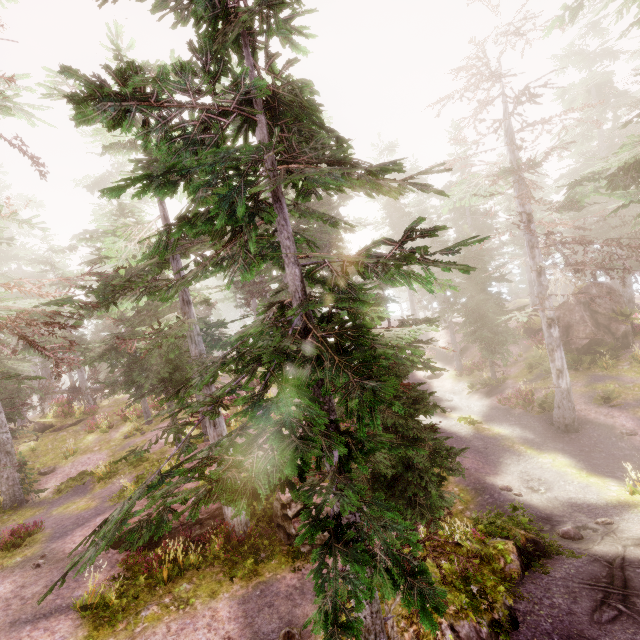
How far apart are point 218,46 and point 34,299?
9.2 meters

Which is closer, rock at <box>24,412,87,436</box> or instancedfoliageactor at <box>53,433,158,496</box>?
instancedfoliageactor at <box>53,433,158,496</box>

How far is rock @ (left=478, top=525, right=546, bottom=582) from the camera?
7.3 meters

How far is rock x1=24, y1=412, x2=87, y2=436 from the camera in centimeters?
2378cm

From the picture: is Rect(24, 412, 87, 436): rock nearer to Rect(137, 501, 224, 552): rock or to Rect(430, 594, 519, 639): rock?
Rect(137, 501, 224, 552): rock

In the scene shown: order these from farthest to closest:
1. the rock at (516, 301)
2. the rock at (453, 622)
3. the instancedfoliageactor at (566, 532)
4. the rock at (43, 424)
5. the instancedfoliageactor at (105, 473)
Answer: the rock at (516, 301) → the rock at (43, 424) → the instancedfoliageactor at (566, 532) → the instancedfoliageactor at (105, 473) → the rock at (453, 622)

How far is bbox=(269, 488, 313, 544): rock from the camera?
11.1m

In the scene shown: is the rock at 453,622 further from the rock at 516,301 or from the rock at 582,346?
the rock at 516,301
